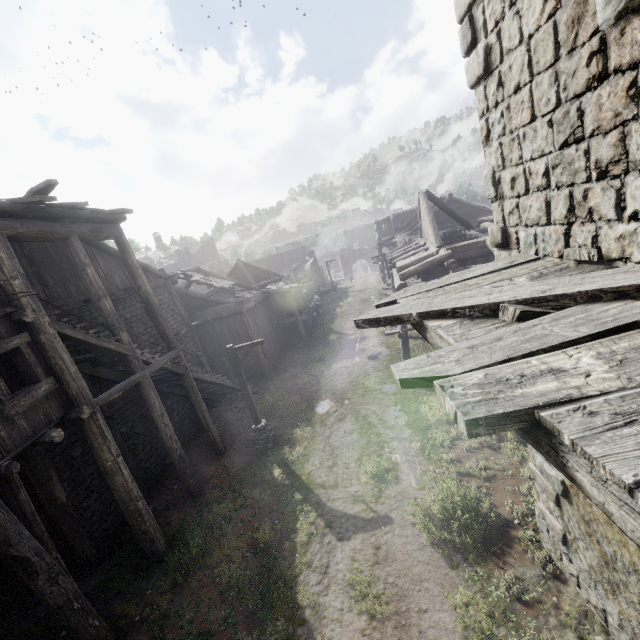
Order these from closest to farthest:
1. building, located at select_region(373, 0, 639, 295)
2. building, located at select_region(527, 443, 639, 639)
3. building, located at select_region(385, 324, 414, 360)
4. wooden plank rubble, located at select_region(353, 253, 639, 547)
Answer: wooden plank rubble, located at select_region(353, 253, 639, 547) < building, located at select_region(373, 0, 639, 295) < building, located at select_region(527, 443, 639, 639) < building, located at select_region(385, 324, 414, 360)

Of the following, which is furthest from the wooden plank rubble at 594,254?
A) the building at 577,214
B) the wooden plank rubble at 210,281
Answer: the wooden plank rubble at 210,281

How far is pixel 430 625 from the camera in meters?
5.9 m

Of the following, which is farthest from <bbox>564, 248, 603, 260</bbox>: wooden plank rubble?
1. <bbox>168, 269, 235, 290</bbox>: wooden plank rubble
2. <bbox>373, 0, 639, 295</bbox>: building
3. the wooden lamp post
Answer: <bbox>168, 269, 235, 290</bbox>: wooden plank rubble

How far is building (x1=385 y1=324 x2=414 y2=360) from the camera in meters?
15.3

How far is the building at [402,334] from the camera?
15.30m

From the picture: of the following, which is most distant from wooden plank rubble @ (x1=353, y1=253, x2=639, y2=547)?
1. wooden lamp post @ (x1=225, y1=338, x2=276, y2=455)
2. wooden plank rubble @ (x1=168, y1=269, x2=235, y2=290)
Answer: wooden plank rubble @ (x1=168, y1=269, x2=235, y2=290)

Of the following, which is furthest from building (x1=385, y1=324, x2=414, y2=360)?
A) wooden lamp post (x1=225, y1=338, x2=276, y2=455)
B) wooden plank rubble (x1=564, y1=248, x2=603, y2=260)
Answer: wooden lamp post (x1=225, y1=338, x2=276, y2=455)
